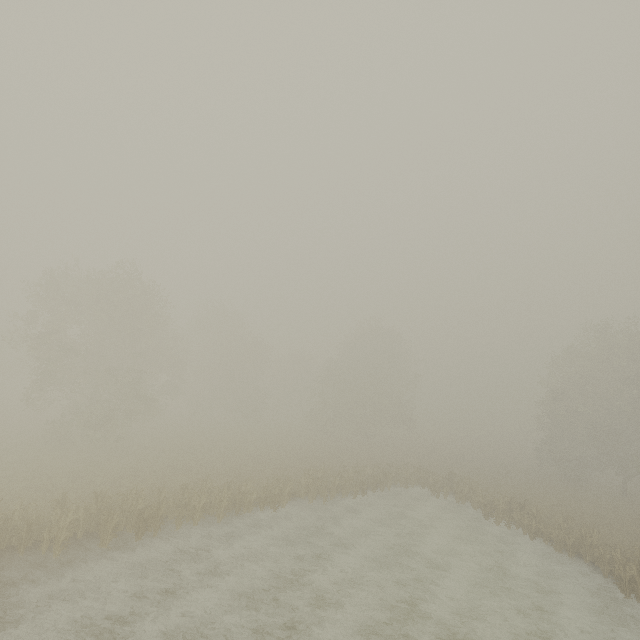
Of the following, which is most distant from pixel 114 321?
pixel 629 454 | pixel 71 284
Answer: pixel 629 454
